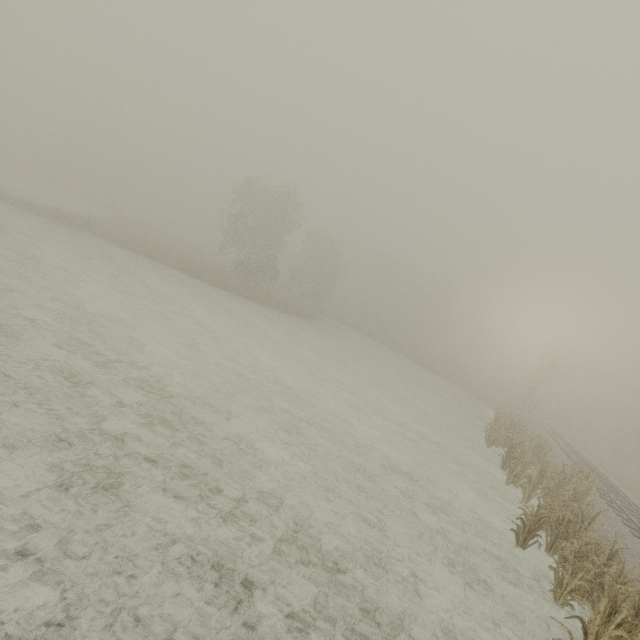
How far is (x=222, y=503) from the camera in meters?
5.6 m
